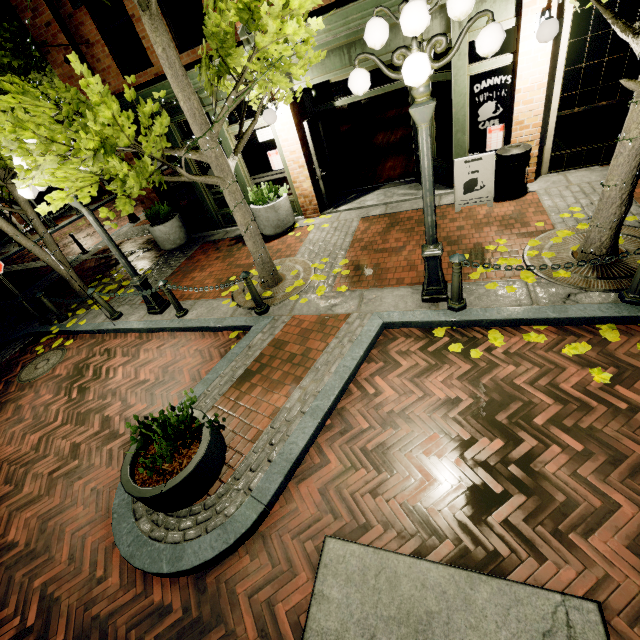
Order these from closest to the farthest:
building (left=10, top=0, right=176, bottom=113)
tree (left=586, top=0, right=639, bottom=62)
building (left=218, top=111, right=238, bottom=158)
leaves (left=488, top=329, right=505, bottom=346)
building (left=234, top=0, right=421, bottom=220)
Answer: tree (left=586, top=0, right=639, bottom=62)
leaves (left=488, top=329, right=505, bottom=346)
building (left=234, top=0, right=421, bottom=220)
building (left=10, top=0, right=176, bottom=113)
building (left=218, top=111, right=238, bottom=158)

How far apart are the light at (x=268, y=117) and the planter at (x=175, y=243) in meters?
4.2

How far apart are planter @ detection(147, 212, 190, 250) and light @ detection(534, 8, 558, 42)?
9.18m

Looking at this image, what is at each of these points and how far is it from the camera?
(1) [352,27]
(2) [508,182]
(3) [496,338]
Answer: (1) building, 6.1m
(2) garbage can, 6.5m
(3) leaves, 4.2m

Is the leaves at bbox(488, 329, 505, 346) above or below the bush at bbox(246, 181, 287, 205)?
below

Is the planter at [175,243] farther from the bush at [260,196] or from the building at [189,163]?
the bush at [260,196]

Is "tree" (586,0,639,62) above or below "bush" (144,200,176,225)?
above

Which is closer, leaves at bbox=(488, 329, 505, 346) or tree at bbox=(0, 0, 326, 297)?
tree at bbox=(0, 0, 326, 297)
